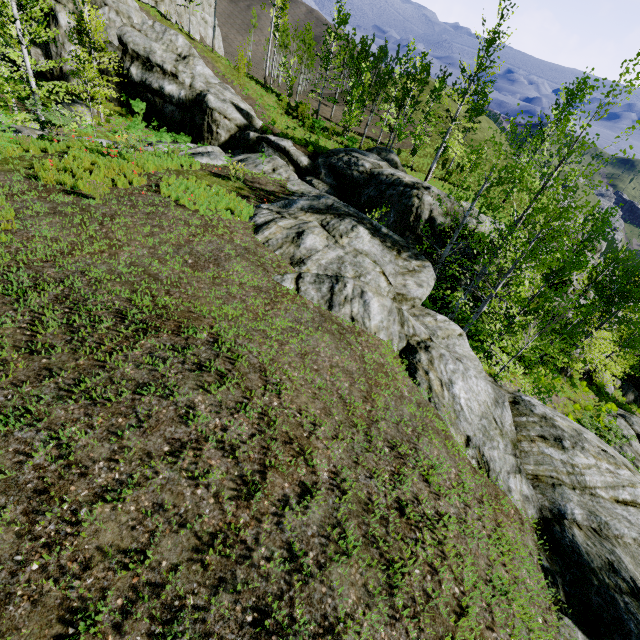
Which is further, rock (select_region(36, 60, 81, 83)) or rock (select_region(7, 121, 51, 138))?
rock (select_region(36, 60, 81, 83))

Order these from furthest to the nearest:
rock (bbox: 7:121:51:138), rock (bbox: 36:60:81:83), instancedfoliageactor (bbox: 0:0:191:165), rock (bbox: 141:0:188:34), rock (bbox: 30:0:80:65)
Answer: rock (bbox: 141:0:188:34) → rock (bbox: 36:60:81:83) → rock (bbox: 30:0:80:65) → instancedfoliageactor (bbox: 0:0:191:165) → rock (bbox: 7:121:51:138)

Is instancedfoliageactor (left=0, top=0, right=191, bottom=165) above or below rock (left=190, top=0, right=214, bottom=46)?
below

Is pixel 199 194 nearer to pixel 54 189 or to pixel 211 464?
pixel 54 189

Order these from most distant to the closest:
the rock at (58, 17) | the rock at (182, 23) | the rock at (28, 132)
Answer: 1. the rock at (182, 23)
2. the rock at (58, 17)
3. the rock at (28, 132)

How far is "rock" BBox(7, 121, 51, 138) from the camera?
11.4 meters

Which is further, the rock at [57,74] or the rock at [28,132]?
the rock at [57,74]
